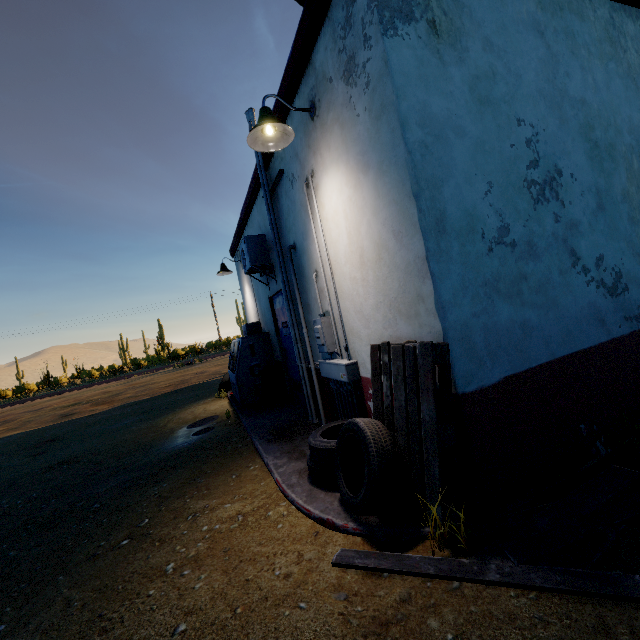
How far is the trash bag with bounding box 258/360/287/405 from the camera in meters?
6.6 m

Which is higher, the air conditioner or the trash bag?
the air conditioner

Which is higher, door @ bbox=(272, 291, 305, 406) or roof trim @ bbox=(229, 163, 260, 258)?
roof trim @ bbox=(229, 163, 260, 258)

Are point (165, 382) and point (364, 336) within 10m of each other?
no

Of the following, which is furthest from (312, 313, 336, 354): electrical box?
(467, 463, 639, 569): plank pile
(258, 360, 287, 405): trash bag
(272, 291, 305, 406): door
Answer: (258, 360, 287, 405): trash bag

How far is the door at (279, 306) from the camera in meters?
5.9

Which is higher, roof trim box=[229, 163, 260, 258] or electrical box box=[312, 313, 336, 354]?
roof trim box=[229, 163, 260, 258]

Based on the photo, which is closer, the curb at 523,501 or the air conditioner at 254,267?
the curb at 523,501
